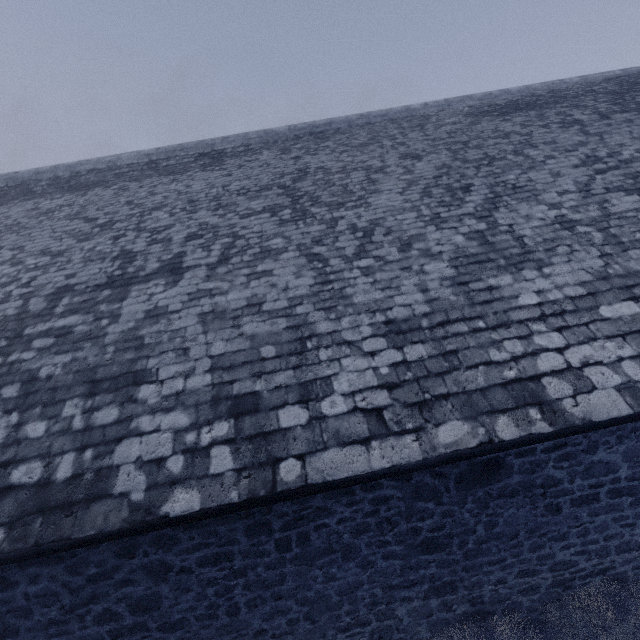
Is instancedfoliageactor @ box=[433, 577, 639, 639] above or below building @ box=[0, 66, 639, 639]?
below

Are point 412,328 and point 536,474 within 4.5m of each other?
yes

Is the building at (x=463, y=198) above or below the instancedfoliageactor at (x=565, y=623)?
above
